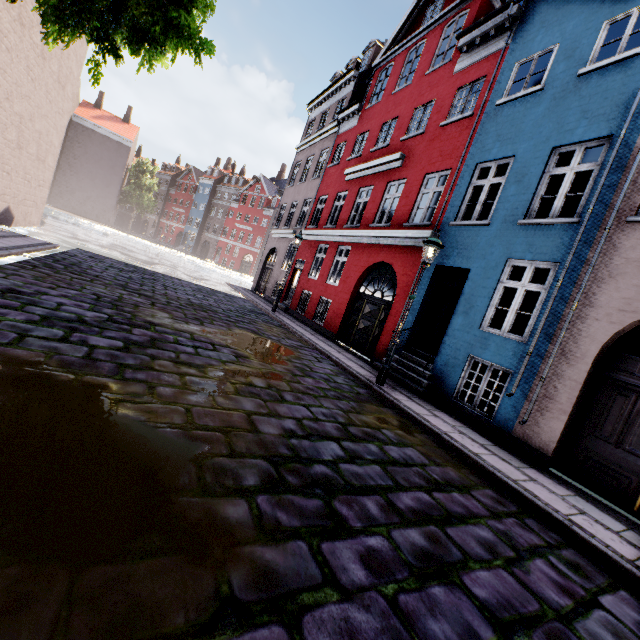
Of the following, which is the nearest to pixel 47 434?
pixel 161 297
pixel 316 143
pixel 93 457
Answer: pixel 93 457

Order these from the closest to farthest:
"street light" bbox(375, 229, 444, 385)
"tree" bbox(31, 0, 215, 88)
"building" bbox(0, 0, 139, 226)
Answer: "tree" bbox(31, 0, 215, 88)
"street light" bbox(375, 229, 444, 385)
"building" bbox(0, 0, 139, 226)

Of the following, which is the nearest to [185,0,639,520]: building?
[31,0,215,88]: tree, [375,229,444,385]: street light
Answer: [375,229,444,385]: street light

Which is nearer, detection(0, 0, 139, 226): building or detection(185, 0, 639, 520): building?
detection(185, 0, 639, 520): building

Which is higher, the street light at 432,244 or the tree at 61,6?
the tree at 61,6

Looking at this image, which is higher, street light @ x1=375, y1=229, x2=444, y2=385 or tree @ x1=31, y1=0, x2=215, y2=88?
tree @ x1=31, y1=0, x2=215, y2=88

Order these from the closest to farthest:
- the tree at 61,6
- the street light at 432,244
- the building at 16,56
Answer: the tree at 61,6 < the street light at 432,244 < the building at 16,56

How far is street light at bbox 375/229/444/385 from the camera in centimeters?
732cm
